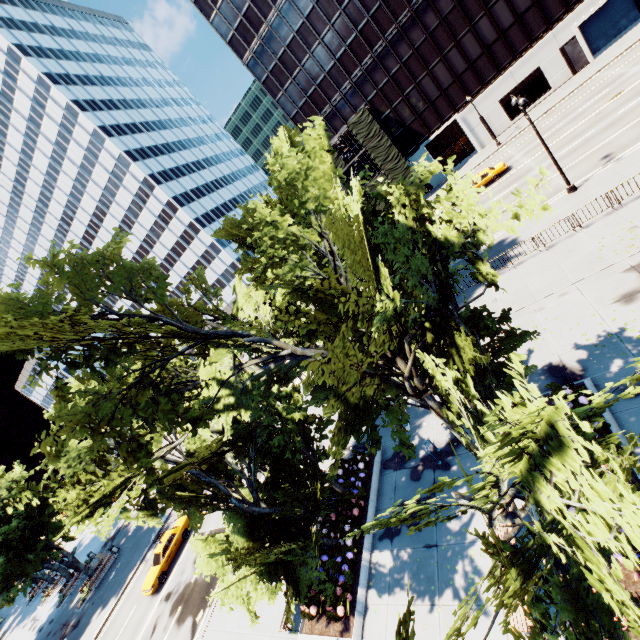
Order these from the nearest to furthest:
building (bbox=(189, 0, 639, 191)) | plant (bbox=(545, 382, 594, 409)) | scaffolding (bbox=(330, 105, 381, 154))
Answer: plant (bbox=(545, 382, 594, 409)) < building (bbox=(189, 0, 639, 191)) < scaffolding (bbox=(330, 105, 381, 154))

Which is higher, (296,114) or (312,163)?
(296,114)

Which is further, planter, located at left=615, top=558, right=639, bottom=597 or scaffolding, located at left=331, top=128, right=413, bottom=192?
scaffolding, located at left=331, top=128, right=413, bottom=192

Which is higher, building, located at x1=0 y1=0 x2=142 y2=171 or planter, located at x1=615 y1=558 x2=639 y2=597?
building, located at x1=0 y1=0 x2=142 y2=171

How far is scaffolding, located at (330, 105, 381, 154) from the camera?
43.9m

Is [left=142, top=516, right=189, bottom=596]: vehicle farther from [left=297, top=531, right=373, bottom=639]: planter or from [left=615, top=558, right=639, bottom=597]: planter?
[left=615, top=558, right=639, bottom=597]: planter

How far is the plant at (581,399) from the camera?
10.6 meters

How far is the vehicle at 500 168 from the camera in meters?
32.6
